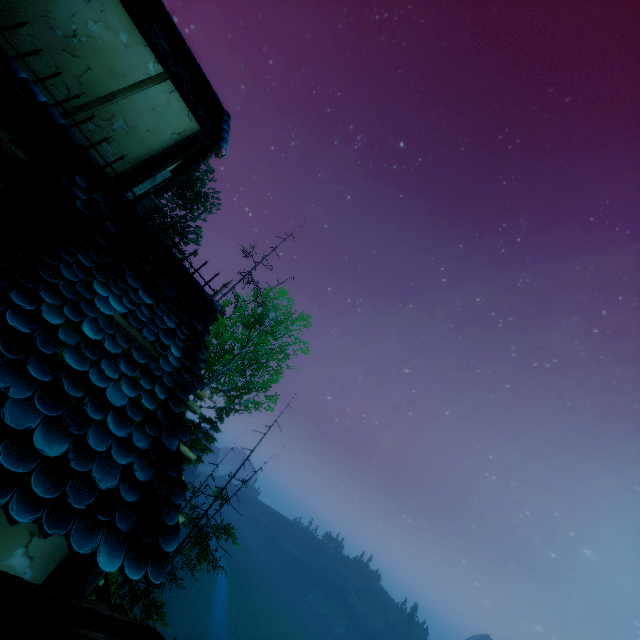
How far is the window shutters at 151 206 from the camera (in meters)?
6.99

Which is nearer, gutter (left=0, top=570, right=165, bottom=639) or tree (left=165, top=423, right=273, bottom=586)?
gutter (left=0, top=570, right=165, bottom=639)

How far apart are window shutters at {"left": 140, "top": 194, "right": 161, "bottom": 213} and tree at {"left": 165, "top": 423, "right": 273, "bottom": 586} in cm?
1371

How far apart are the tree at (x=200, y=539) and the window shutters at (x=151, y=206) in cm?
1371

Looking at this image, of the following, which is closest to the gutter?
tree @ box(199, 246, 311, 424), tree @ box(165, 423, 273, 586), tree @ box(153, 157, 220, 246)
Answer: tree @ box(153, 157, 220, 246)

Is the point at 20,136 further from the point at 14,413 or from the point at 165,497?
the point at 165,497

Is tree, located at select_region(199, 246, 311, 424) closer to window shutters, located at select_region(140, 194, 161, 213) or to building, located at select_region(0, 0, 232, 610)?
building, located at select_region(0, 0, 232, 610)

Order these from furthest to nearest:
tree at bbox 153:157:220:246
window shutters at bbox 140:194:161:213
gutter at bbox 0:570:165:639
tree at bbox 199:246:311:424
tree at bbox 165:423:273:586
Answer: tree at bbox 153:157:220:246 < tree at bbox 199:246:311:424 < tree at bbox 165:423:273:586 < window shutters at bbox 140:194:161:213 < gutter at bbox 0:570:165:639
